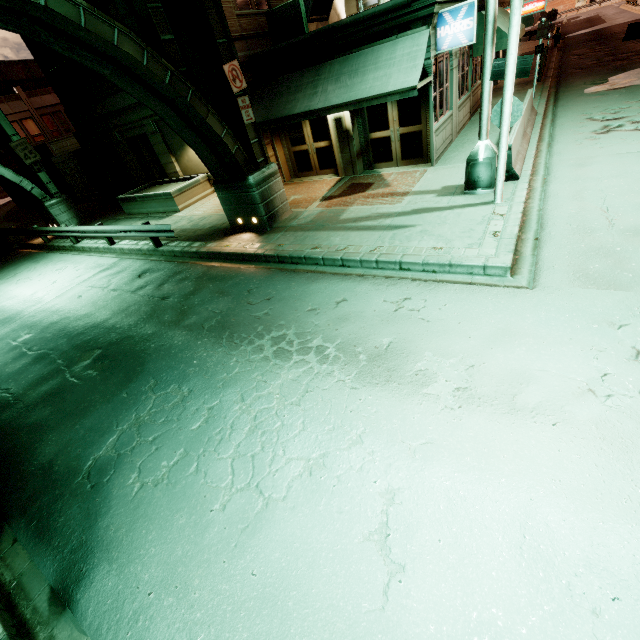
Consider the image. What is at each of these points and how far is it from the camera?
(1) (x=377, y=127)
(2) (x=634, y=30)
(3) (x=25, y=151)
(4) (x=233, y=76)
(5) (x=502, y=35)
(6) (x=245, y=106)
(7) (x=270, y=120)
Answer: (1) building, 12.4m
(2) barrier, 23.7m
(3) sign, 17.3m
(4) sign, 9.0m
(5) awning, 13.7m
(6) sign, 9.5m
(7) awning, 12.0m

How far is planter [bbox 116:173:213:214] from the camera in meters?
15.8 m

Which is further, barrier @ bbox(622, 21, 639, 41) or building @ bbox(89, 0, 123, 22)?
barrier @ bbox(622, 21, 639, 41)

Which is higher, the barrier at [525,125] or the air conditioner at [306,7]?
the air conditioner at [306,7]

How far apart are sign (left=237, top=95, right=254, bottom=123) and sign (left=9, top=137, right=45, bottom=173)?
15.9 meters

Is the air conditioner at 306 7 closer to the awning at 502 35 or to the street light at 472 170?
the awning at 502 35

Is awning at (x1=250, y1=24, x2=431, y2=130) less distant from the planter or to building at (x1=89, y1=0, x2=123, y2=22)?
building at (x1=89, y1=0, x2=123, y2=22)

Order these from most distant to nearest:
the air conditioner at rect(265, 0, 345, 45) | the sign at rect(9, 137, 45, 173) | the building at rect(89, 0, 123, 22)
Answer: the sign at rect(9, 137, 45, 173) < the building at rect(89, 0, 123, 22) < the air conditioner at rect(265, 0, 345, 45)
